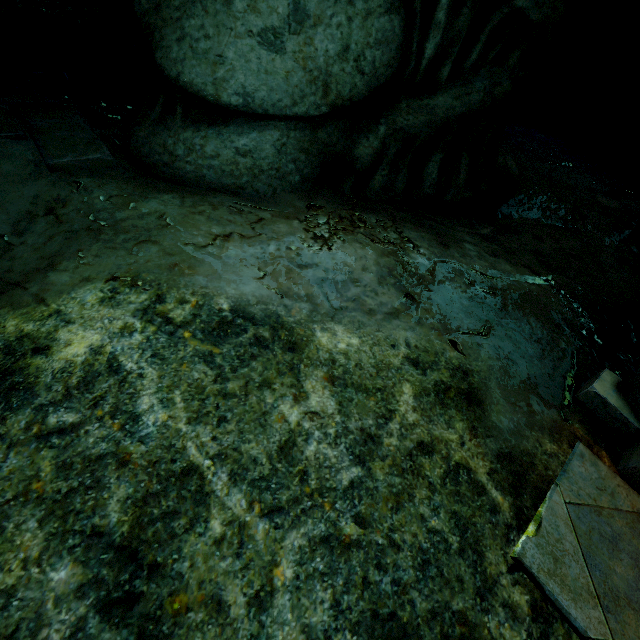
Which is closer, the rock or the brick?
the brick

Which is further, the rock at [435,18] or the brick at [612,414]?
the rock at [435,18]

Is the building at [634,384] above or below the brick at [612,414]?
above

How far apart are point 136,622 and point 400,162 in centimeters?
455cm

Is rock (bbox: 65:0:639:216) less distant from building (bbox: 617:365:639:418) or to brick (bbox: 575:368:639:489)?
building (bbox: 617:365:639:418)

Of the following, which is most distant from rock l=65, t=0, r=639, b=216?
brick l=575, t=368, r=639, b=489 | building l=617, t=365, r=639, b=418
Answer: brick l=575, t=368, r=639, b=489
